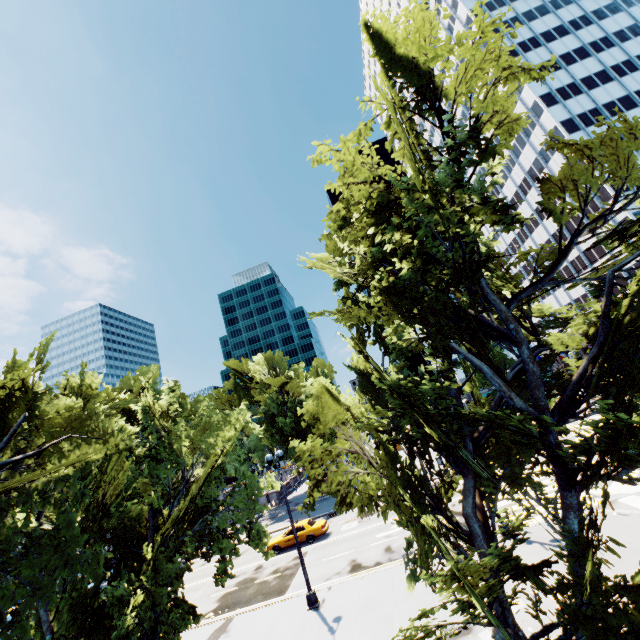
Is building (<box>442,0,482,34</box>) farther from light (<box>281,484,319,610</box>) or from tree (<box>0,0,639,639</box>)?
light (<box>281,484,319,610</box>)

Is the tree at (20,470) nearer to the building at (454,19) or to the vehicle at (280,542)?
the building at (454,19)

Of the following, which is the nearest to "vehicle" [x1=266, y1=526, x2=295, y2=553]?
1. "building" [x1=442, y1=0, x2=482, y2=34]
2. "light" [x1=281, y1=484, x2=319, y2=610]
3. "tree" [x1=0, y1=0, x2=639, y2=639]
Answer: "light" [x1=281, y1=484, x2=319, y2=610]

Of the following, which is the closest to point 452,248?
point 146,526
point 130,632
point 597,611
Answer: point 597,611

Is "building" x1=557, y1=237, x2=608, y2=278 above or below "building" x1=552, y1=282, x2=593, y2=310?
above

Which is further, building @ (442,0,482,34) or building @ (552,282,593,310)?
building @ (442,0,482,34)

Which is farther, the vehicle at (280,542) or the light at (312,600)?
the vehicle at (280,542)
